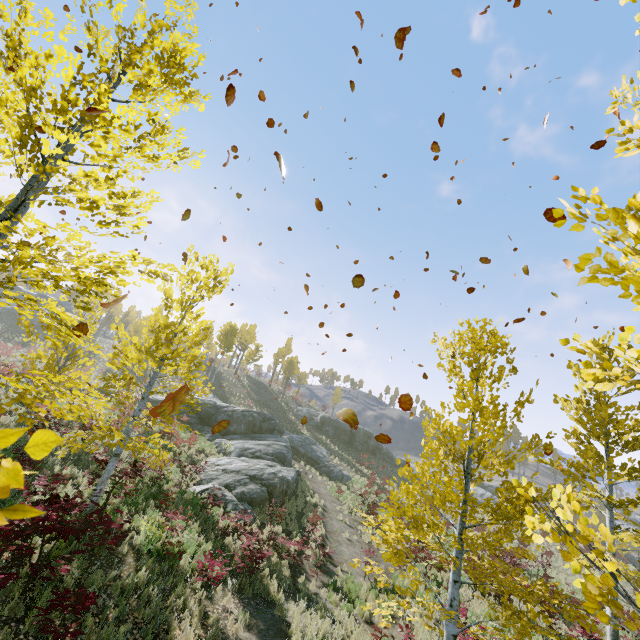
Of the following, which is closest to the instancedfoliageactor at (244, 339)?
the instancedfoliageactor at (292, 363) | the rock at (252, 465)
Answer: the instancedfoliageactor at (292, 363)

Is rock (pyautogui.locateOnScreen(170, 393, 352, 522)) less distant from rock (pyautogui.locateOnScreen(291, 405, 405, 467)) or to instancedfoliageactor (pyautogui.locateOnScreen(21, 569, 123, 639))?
instancedfoliageactor (pyautogui.locateOnScreen(21, 569, 123, 639))

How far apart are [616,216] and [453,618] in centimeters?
755cm

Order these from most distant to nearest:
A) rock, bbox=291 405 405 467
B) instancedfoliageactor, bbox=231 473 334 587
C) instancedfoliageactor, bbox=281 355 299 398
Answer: instancedfoliageactor, bbox=281 355 299 398 → rock, bbox=291 405 405 467 → instancedfoliageactor, bbox=231 473 334 587

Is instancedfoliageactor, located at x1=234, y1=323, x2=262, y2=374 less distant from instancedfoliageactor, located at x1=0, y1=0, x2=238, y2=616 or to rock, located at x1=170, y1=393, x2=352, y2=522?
rock, located at x1=170, y1=393, x2=352, y2=522

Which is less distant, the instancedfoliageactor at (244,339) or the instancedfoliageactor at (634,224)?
the instancedfoliageactor at (634,224)

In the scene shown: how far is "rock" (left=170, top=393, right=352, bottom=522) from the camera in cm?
1543

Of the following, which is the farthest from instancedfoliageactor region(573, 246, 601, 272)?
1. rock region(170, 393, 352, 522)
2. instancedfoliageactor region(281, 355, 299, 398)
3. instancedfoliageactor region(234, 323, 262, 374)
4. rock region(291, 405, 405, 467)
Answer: instancedfoliageactor region(234, 323, 262, 374)
